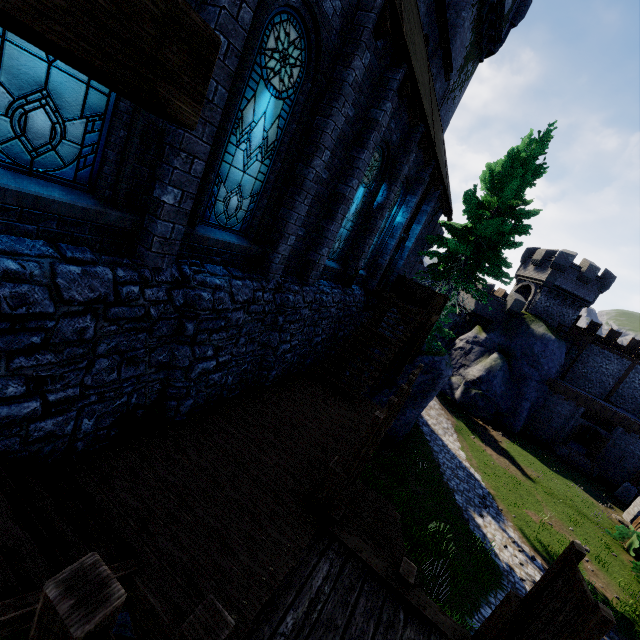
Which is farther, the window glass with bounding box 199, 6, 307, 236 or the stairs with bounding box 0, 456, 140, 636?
the window glass with bounding box 199, 6, 307, 236

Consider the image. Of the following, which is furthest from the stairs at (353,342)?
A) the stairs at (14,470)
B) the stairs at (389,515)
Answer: the stairs at (14,470)

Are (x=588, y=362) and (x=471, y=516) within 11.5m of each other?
no

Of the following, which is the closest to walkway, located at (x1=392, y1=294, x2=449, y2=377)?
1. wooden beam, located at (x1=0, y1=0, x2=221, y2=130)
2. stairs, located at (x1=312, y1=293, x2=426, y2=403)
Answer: stairs, located at (x1=312, y1=293, x2=426, y2=403)

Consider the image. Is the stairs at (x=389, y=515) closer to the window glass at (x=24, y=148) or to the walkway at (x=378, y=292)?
the walkway at (x=378, y=292)

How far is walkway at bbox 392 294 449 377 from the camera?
13.5m

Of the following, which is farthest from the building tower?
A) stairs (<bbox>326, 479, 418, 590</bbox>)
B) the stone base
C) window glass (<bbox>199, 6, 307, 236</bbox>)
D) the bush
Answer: window glass (<bbox>199, 6, 307, 236</bbox>)

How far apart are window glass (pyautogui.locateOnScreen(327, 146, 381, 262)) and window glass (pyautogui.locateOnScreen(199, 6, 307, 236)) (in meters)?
3.51
